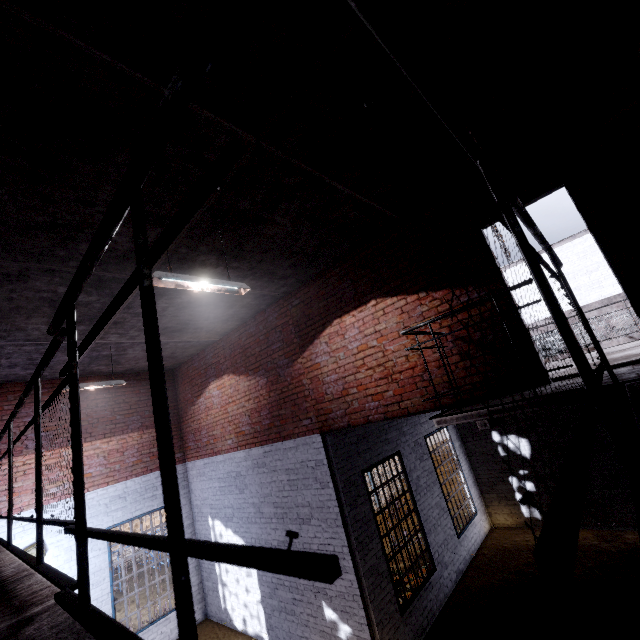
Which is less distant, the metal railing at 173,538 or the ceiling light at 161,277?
the metal railing at 173,538

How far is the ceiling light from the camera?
3.42m

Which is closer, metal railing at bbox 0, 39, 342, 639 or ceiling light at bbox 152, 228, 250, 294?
metal railing at bbox 0, 39, 342, 639

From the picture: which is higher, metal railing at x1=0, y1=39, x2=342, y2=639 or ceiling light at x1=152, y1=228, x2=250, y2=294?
ceiling light at x1=152, y1=228, x2=250, y2=294

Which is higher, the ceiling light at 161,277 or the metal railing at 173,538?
the ceiling light at 161,277

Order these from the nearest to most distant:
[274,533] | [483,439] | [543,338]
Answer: [543,338] → [274,533] → [483,439]
